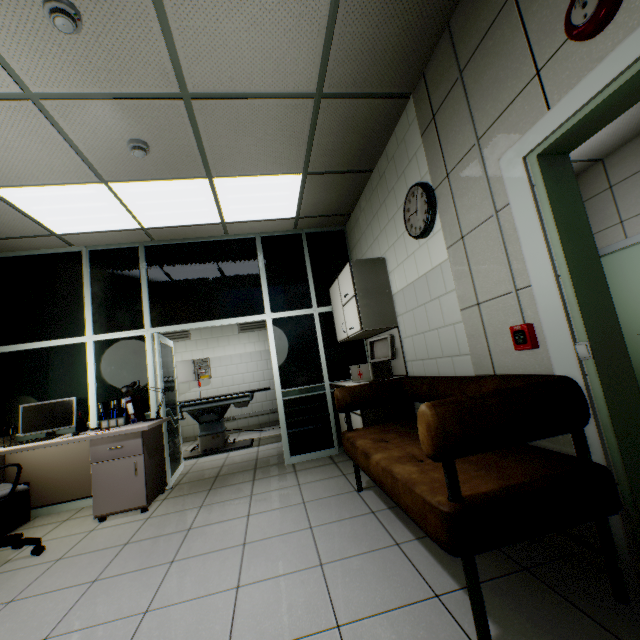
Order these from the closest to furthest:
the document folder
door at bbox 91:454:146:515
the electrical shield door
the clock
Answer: the clock
door at bbox 91:454:146:515
the document folder
the electrical shield door

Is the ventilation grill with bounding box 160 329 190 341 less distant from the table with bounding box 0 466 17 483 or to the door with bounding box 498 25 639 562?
the table with bounding box 0 466 17 483

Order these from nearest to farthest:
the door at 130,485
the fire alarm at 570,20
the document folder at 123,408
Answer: the fire alarm at 570,20 < the door at 130,485 < the document folder at 123,408

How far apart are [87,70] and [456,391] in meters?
3.3 m

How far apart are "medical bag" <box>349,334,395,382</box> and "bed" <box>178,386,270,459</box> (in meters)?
2.87

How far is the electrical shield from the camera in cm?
759

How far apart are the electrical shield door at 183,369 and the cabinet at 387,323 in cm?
547

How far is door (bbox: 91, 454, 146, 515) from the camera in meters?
3.2
